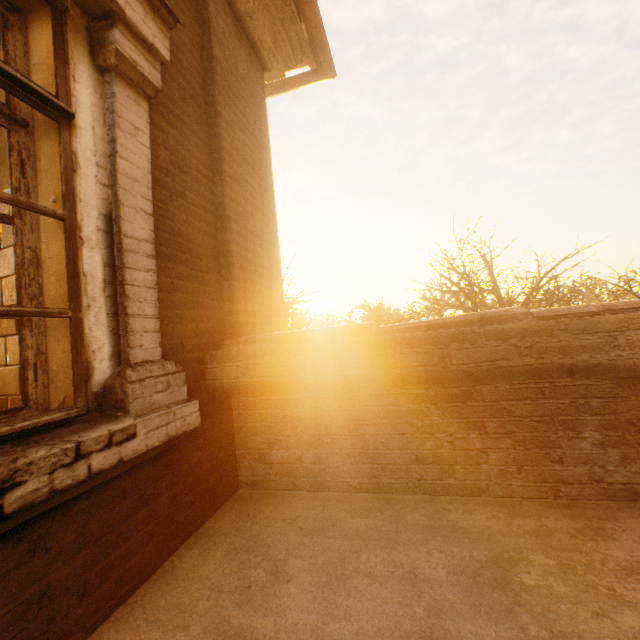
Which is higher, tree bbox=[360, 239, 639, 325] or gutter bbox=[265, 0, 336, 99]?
gutter bbox=[265, 0, 336, 99]

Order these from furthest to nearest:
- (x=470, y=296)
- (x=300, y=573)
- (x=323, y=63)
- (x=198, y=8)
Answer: (x=470, y=296) → (x=323, y=63) → (x=198, y=8) → (x=300, y=573)

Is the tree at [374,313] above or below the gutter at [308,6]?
below

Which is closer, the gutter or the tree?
the gutter

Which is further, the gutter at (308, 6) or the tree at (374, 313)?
the tree at (374, 313)
